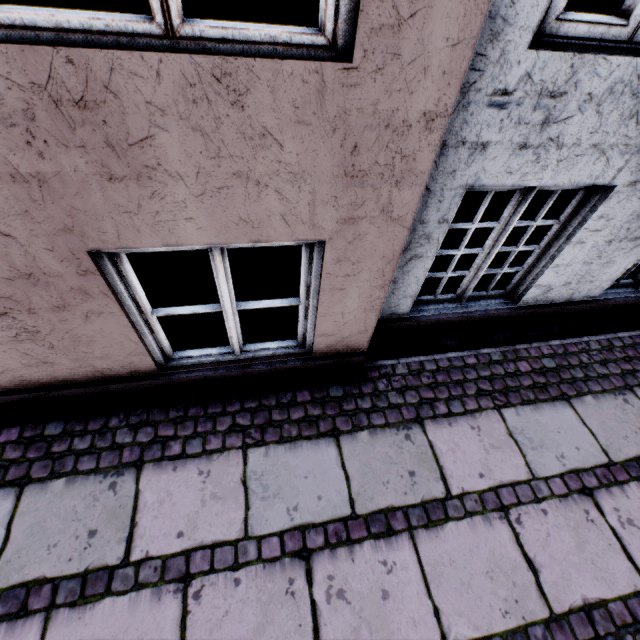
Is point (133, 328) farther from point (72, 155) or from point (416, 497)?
point (416, 497)
